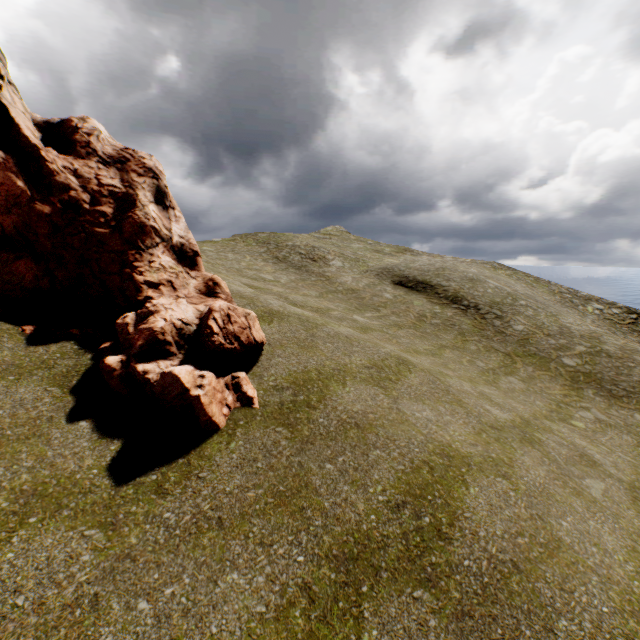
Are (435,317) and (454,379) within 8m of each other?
no
